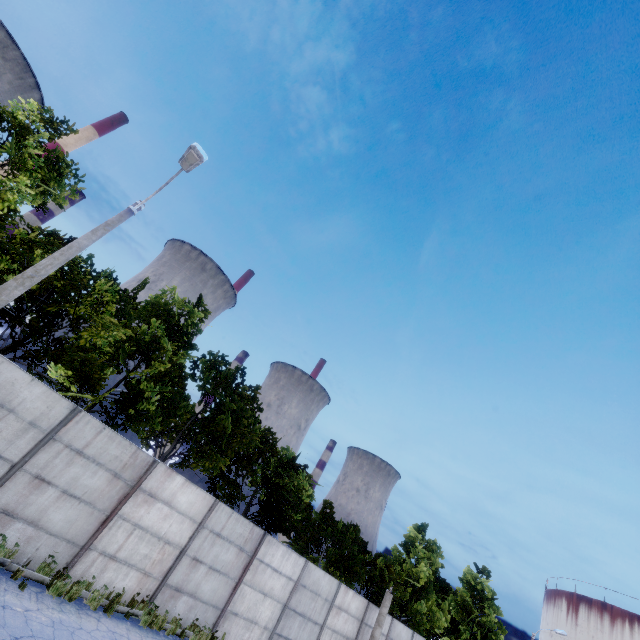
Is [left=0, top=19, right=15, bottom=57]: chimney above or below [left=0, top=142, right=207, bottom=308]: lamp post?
above

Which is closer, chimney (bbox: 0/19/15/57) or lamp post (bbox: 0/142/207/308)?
lamp post (bbox: 0/142/207/308)

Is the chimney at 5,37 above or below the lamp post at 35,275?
above

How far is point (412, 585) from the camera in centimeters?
2812cm

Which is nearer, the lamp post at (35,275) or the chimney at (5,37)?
the lamp post at (35,275)
